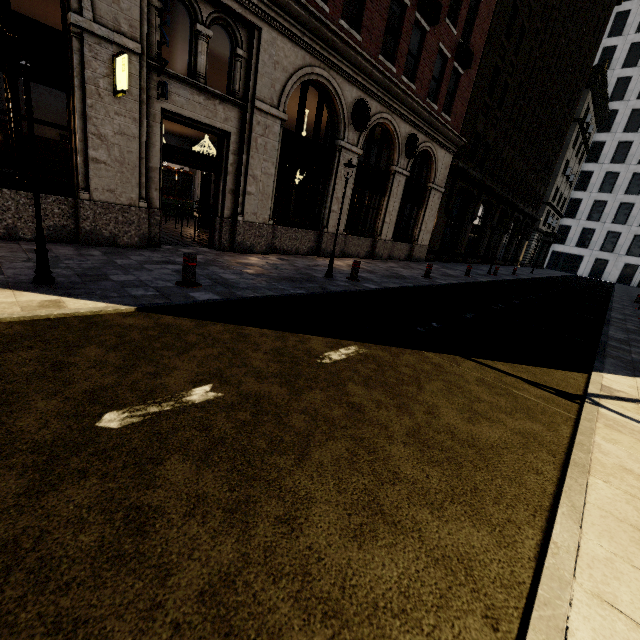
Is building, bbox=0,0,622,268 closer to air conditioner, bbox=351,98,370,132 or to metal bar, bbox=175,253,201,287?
air conditioner, bbox=351,98,370,132

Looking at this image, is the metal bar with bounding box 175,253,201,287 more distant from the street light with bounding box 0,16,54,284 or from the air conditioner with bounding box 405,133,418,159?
the air conditioner with bounding box 405,133,418,159

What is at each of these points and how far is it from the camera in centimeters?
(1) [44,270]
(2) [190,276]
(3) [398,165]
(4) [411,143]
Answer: (1) street light, 449cm
(2) metal bar, 570cm
(3) building, 1484cm
(4) air conditioner, 1459cm

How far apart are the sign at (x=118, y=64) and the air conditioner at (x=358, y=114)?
7.5 meters

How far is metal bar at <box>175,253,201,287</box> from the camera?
5.6m

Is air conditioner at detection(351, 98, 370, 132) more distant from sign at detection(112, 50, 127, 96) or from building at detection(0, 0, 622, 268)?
sign at detection(112, 50, 127, 96)

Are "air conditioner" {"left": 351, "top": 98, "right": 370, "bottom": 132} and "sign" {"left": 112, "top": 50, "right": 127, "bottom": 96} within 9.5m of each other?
yes

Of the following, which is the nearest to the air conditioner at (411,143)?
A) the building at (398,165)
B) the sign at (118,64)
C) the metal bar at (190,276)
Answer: the building at (398,165)
